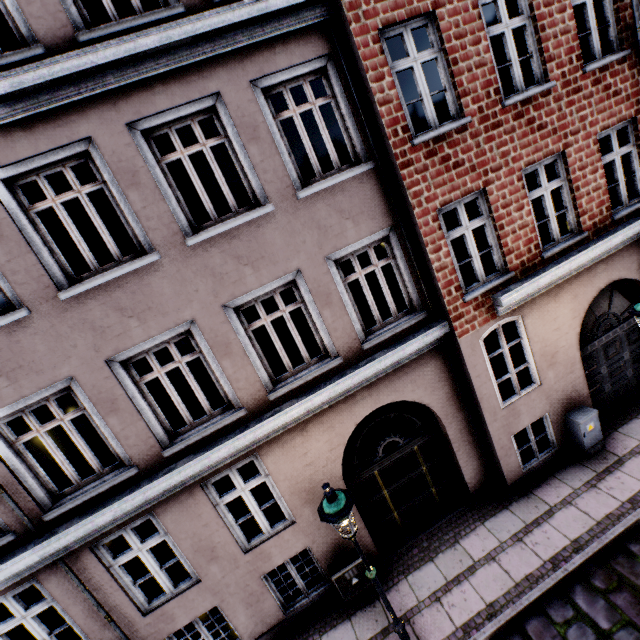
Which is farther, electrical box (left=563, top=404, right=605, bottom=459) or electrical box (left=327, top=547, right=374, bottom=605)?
electrical box (left=563, top=404, right=605, bottom=459)

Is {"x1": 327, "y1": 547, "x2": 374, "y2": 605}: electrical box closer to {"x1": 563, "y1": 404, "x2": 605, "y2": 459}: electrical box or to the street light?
the street light

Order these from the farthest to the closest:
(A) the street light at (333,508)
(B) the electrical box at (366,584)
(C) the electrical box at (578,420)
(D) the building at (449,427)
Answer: (C) the electrical box at (578,420)
(B) the electrical box at (366,584)
(D) the building at (449,427)
(A) the street light at (333,508)

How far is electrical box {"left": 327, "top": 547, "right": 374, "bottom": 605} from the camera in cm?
643

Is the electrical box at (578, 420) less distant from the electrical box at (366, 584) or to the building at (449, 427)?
the building at (449, 427)

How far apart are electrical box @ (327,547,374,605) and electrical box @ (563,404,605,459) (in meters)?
5.35

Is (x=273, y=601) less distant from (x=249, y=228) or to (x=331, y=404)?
(x=331, y=404)

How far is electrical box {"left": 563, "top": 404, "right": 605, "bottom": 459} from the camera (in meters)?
7.06
